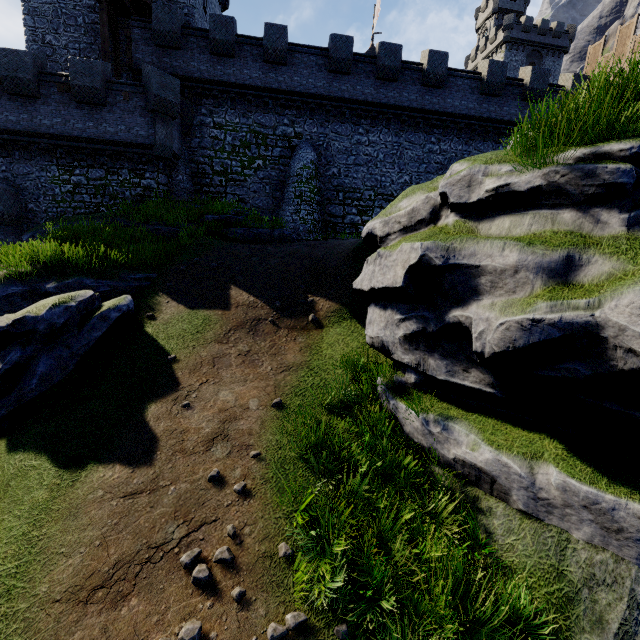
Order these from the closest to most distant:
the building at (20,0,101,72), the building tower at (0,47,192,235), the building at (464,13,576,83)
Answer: the building tower at (0,47,192,235) < the building at (20,0,101,72) < the building at (464,13,576,83)

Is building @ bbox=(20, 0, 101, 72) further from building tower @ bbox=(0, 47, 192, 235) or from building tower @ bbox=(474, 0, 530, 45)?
building tower @ bbox=(474, 0, 530, 45)

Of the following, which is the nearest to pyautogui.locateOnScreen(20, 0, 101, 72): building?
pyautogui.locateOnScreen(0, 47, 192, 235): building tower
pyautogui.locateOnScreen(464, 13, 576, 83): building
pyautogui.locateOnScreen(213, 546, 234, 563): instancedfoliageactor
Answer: pyautogui.locateOnScreen(0, 47, 192, 235): building tower

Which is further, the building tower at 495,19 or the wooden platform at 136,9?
the building tower at 495,19

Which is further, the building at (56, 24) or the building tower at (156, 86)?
the building at (56, 24)

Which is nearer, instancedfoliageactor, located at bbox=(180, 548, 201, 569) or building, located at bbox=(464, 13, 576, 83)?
instancedfoliageactor, located at bbox=(180, 548, 201, 569)

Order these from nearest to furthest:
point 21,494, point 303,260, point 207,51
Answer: point 21,494, point 303,260, point 207,51

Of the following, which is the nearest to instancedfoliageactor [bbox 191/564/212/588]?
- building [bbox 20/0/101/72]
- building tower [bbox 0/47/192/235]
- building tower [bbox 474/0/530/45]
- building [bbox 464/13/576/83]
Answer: building tower [bbox 0/47/192/235]
